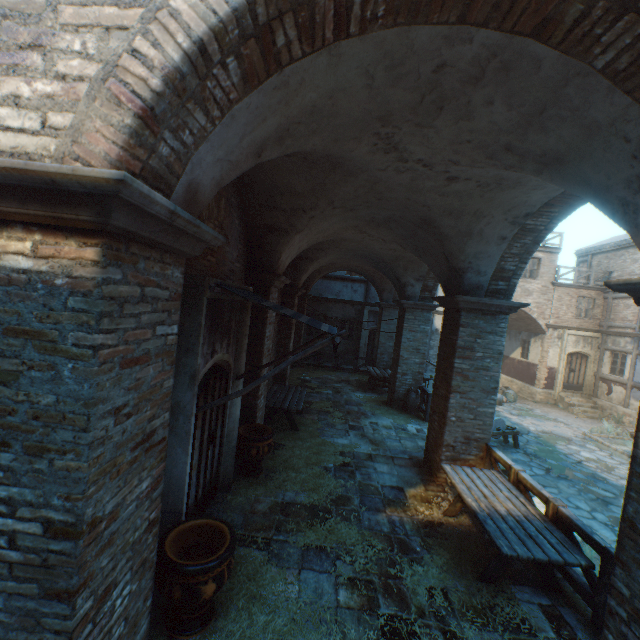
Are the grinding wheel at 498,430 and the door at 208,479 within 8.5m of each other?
no

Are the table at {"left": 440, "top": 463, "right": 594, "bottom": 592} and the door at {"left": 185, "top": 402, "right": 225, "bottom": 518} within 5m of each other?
yes

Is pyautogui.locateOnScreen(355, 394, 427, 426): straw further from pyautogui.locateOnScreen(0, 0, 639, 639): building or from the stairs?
the stairs

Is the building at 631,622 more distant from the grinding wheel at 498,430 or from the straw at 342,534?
the grinding wheel at 498,430

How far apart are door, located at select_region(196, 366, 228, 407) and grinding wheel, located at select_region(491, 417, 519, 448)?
9.57m

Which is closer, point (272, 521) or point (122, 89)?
point (122, 89)

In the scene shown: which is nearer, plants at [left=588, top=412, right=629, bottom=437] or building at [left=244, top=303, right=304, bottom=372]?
building at [left=244, top=303, right=304, bottom=372]

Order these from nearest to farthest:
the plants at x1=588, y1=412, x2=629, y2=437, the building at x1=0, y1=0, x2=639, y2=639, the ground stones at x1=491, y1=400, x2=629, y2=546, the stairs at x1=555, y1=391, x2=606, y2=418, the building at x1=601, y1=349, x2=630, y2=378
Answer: the building at x1=0, y1=0, x2=639, y2=639
the ground stones at x1=491, y1=400, x2=629, y2=546
the plants at x1=588, y1=412, x2=629, y2=437
the building at x1=601, y1=349, x2=630, y2=378
the stairs at x1=555, y1=391, x2=606, y2=418
